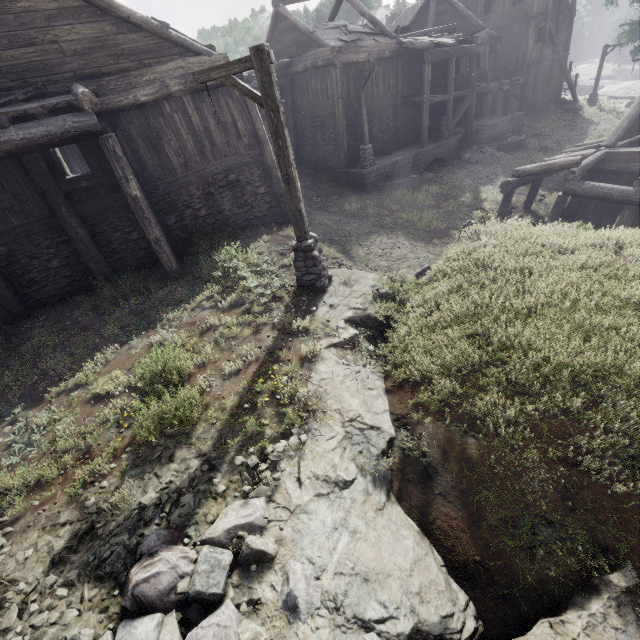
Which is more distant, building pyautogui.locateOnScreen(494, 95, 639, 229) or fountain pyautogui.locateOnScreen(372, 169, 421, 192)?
fountain pyautogui.locateOnScreen(372, 169, 421, 192)

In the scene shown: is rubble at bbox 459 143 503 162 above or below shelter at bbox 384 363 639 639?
below

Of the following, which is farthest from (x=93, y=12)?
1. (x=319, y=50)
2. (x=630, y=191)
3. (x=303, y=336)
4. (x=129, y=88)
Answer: (x=630, y=191)

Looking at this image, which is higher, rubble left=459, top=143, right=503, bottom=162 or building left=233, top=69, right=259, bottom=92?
building left=233, top=69, right=259, bottom=92

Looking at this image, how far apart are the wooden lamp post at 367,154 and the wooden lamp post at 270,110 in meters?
13.0

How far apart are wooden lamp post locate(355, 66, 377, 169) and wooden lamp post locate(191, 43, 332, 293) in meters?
13.0 m

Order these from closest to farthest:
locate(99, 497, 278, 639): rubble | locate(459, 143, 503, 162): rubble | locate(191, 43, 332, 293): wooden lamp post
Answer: locate(99, 497, 278, 639): rubble
locate(191, 43, 332, 293): wooden lamp post
locate(459, 143, 503, 162): rubble

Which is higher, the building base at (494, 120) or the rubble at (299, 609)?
the rubble at (299, 609)
